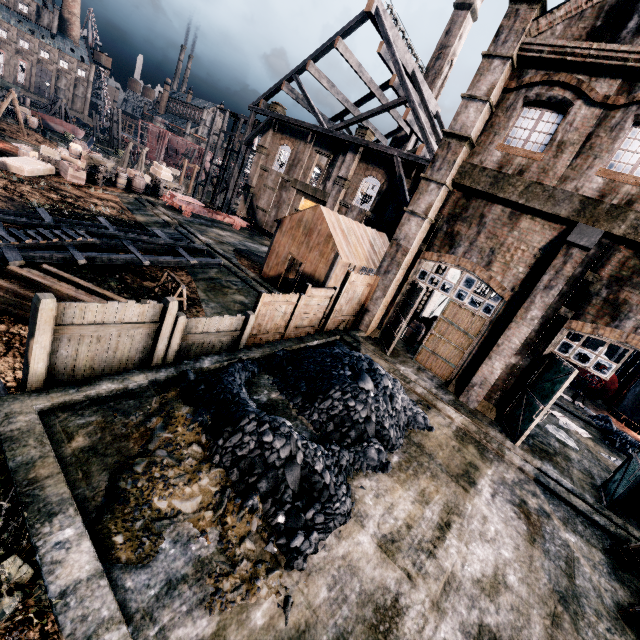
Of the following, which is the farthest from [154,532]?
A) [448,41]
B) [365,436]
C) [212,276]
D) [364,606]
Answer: [448,41]

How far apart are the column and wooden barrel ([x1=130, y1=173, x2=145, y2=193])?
31.6m

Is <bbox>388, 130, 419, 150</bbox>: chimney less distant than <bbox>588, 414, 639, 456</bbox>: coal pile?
No

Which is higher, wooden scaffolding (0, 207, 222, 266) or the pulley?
the pulley

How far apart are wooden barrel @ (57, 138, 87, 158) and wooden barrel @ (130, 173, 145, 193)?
4.5m

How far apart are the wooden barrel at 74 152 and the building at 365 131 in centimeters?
2444cm

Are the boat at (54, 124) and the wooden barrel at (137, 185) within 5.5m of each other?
no

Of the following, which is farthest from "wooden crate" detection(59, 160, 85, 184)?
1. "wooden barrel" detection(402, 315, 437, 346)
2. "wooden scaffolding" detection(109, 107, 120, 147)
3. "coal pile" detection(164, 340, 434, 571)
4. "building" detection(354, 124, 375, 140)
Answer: "wooden scaffolding" detection(109, 107, 120, 147)
